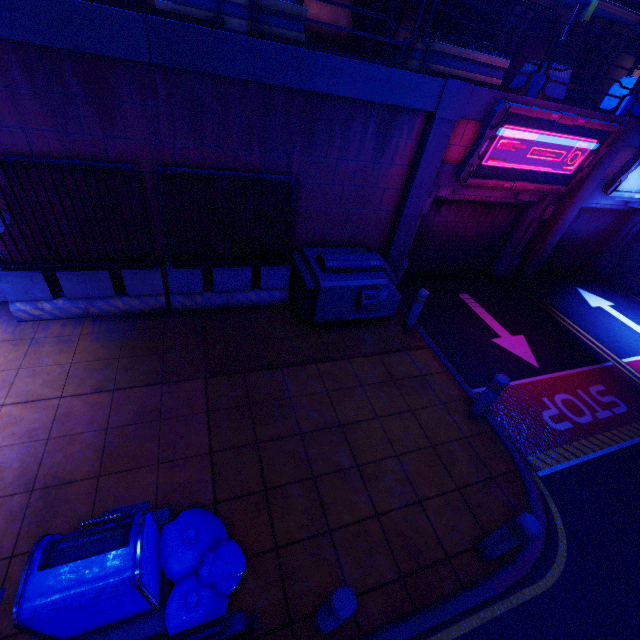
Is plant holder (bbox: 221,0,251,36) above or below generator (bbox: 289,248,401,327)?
above

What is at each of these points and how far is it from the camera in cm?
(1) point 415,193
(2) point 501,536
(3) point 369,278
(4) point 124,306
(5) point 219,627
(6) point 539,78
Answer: (1) column, 711
(2) post, 387
(3) generator, 663
(4) fence, 633
(5) railing, 241
(6) street light, 732

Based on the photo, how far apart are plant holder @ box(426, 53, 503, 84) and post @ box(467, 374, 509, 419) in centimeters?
559cm

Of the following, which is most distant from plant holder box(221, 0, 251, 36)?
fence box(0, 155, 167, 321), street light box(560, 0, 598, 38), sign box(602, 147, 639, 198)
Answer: sign box(602, 147, 639, 198)

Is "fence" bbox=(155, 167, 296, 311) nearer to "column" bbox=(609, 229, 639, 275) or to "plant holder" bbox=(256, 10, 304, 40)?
"plant holder" bbox=(256, 10, 304, 40)

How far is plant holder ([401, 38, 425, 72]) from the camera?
5.9m

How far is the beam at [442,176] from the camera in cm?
720

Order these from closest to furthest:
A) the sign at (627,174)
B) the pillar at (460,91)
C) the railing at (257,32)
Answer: the railing at (257,32) < the pillar at (460,91) < the sign at (627,174)
